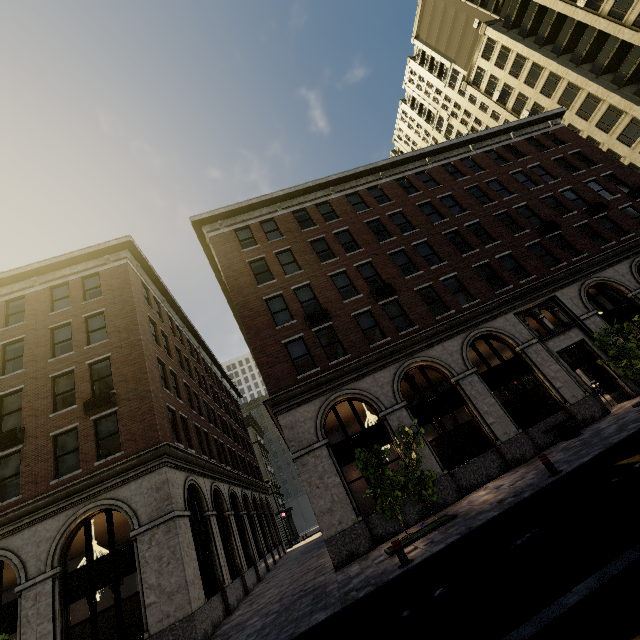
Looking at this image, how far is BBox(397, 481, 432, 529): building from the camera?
12.6 meters

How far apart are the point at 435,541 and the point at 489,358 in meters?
25.5 m

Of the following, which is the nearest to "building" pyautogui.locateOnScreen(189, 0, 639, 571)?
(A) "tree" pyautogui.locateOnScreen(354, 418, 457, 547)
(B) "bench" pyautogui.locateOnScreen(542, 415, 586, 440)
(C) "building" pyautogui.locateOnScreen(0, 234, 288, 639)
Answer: (B) "bench" pyautogui.locateOnScreen(542, 415, 586, 440)

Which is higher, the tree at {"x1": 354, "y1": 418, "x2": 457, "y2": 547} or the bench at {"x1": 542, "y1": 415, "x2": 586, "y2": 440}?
the tree at {"x1": 354, "y1": 418, "x2": 457, "y2": 547}

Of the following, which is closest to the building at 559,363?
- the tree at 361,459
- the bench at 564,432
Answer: the bench at 564,432

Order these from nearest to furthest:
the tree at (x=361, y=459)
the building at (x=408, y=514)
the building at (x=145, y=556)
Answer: the tree at (x=361, y=459)
the building at (x=145, y=556)
the building at (x=408, y=514)

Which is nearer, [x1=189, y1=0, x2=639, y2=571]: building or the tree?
the tree

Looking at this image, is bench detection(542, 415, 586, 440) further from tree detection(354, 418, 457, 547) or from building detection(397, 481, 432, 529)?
tree detection(354, 418, 457, 547)
